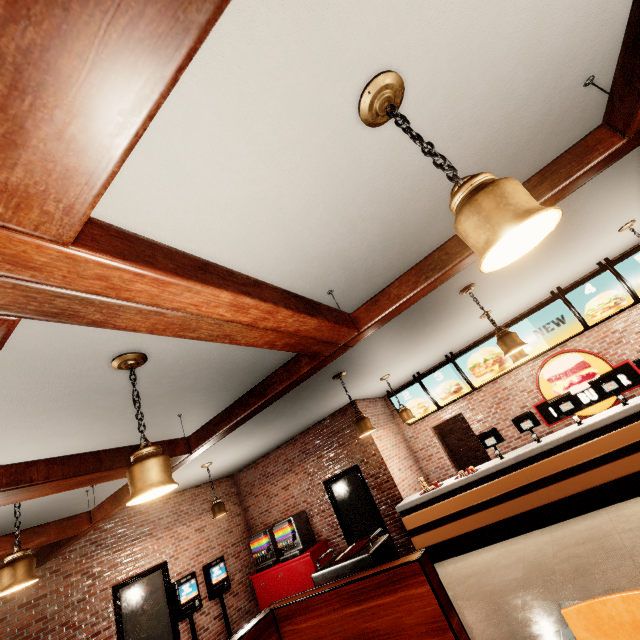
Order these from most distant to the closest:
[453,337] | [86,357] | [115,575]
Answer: [453,337] → [115,575] → [86,357]
